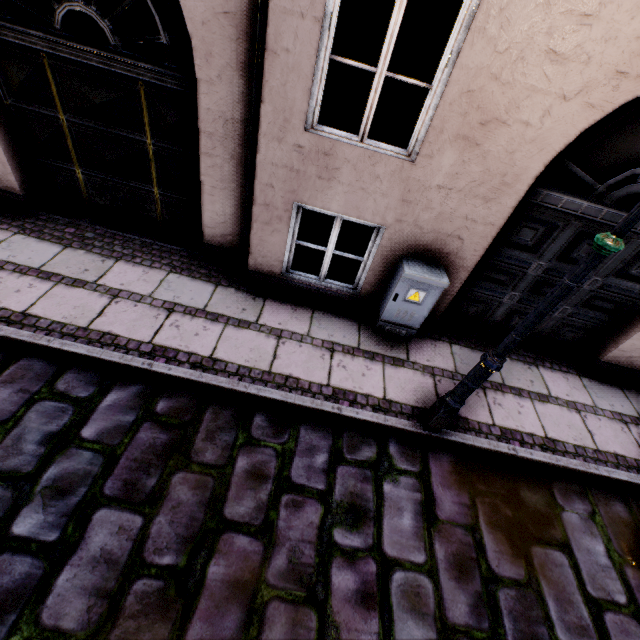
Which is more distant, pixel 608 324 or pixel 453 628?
pixel 608 324

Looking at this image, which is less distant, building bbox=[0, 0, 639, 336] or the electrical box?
building bbox=[0, 0, 639, 336]

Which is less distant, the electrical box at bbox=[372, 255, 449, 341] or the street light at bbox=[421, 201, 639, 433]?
the street light at bbox=[421, 201, 639, 433]

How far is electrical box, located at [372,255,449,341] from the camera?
3.6 meters

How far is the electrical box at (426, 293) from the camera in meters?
3.6

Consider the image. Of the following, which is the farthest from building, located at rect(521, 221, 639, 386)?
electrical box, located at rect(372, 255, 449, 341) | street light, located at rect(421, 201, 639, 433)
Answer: street light, located at rect(421, 201, 639, 433)

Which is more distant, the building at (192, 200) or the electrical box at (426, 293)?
the electrical box at (426, 293)
